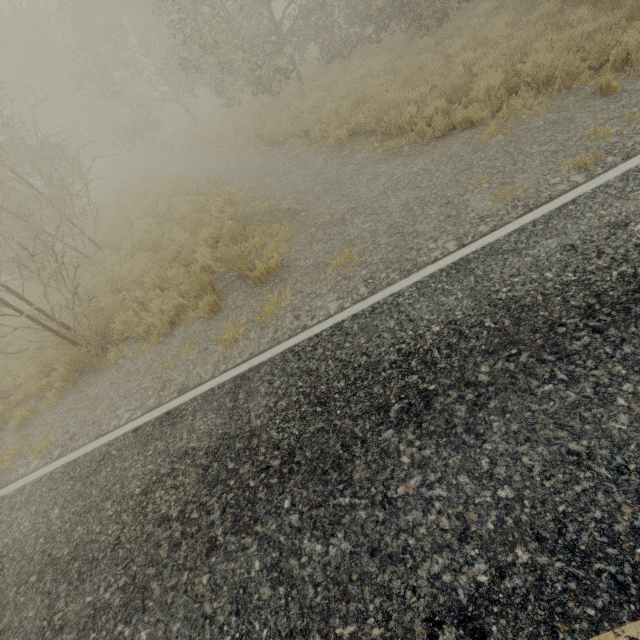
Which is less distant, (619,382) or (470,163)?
(619,382)
